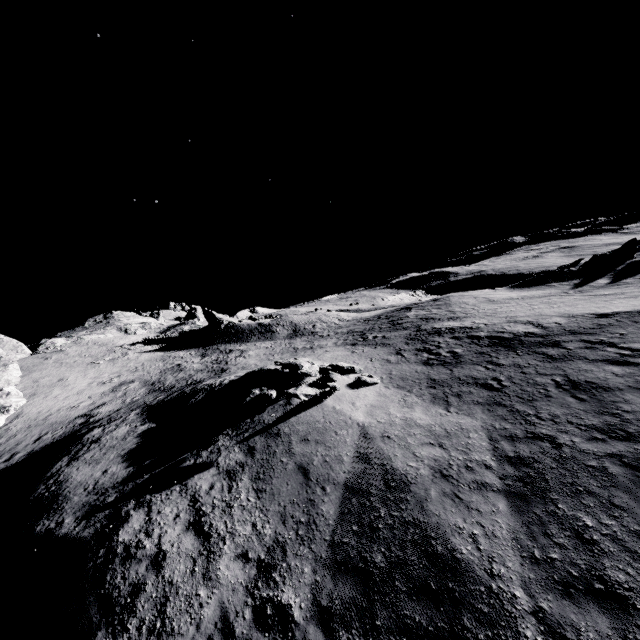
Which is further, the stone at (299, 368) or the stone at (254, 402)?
the stone at (299, 368)

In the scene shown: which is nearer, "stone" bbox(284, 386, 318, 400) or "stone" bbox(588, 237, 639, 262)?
"stone" bbox(284, 386, 318, 400)

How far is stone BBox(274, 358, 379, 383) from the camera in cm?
1497

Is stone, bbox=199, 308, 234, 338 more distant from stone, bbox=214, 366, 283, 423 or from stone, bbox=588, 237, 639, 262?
stone, bbox=588, 237, 639, 262

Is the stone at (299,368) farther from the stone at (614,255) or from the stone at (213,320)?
the stone at (614,255)

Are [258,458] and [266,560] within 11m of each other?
→ yes
